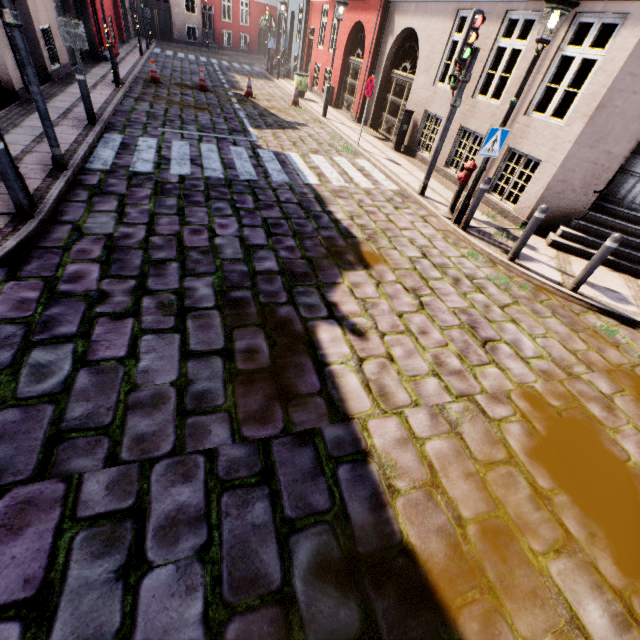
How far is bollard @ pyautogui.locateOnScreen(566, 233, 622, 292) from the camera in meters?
5.1

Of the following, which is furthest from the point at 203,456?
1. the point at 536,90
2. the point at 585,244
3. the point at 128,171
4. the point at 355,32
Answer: the point at 355,32

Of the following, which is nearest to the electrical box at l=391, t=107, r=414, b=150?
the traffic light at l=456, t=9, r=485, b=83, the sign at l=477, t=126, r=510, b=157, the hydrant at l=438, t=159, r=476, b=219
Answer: the traffic light at l=456, t=9, r=485, b=83

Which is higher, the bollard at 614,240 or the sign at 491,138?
the sign at 491,138

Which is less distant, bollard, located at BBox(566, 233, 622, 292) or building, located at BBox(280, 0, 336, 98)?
bollard, located at BBox(566, 233, 622, 292)

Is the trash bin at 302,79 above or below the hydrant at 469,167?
below

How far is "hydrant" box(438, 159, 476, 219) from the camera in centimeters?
678cm

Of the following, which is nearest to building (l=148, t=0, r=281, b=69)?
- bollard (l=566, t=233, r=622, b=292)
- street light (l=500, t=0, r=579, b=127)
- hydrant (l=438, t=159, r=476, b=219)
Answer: street light (l=500, t=0, r=579, b=127)
